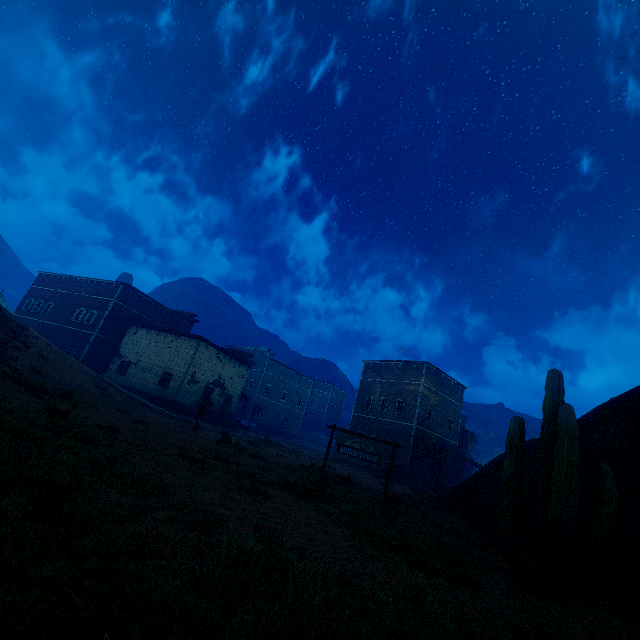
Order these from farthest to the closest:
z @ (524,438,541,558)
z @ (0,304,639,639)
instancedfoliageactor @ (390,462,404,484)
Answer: instancedfoliageactor @ (390,462,404,484) < z @ (524,438,541,558) < z @ (0,304,639,639)

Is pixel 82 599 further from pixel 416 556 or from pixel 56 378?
pixel 56 378

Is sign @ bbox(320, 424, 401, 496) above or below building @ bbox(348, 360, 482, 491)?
below

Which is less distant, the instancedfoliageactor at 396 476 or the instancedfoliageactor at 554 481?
the instancedfoliageactor at 554 481

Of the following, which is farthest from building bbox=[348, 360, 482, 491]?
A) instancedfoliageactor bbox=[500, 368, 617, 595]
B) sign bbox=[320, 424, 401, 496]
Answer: instancedfoliageactor bbox=[500, 368, 617, 595]

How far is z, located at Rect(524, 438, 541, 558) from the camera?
7.6 meters

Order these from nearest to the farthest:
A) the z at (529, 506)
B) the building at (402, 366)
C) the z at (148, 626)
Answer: the z at (148, 626), the z at (529, 506), the building at (402, 366)
